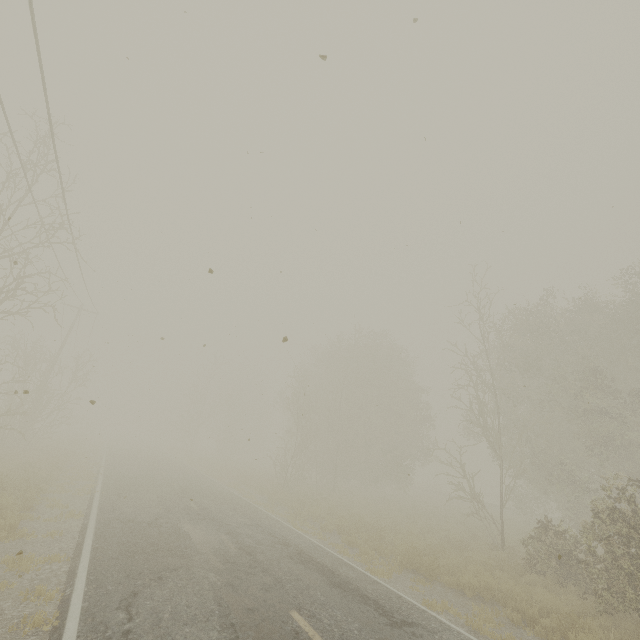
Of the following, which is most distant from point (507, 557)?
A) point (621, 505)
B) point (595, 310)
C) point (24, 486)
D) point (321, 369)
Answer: point (321, 369)
